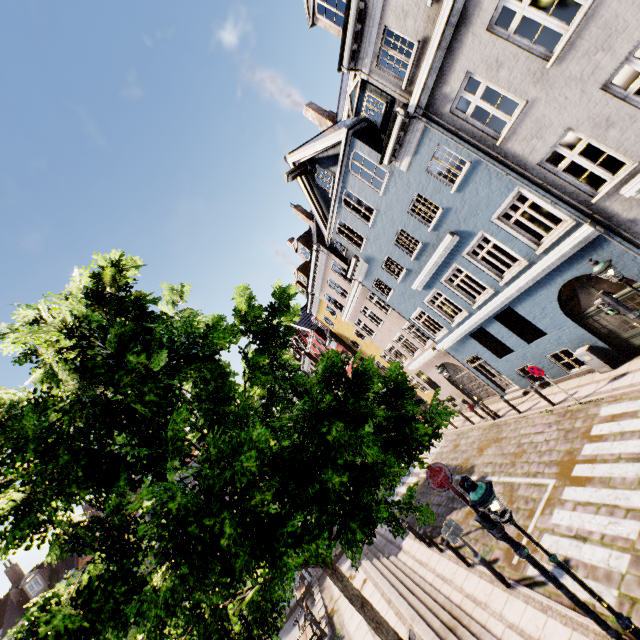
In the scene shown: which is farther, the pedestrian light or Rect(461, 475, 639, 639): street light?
the pedestrian light

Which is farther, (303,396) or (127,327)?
(127,327)

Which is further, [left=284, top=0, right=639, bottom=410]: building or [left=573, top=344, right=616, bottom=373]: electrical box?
[left=573, top=344, right=616, bottom=373]: electrical box

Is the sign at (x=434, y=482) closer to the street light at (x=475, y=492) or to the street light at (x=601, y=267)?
the street light at (x=475, y=492)

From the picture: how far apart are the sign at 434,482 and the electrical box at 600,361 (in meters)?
8.61

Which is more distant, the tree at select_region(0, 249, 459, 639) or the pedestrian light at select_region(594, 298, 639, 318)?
the pedestrian light at select_region(594, 298, 639, 318)

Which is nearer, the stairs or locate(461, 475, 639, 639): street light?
locate(461, 475, 639, 639): street light

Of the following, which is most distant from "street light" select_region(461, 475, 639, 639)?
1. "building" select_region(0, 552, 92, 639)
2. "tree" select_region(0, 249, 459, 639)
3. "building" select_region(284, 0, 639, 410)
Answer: "building" select_region(0, 552, 92, 639)
